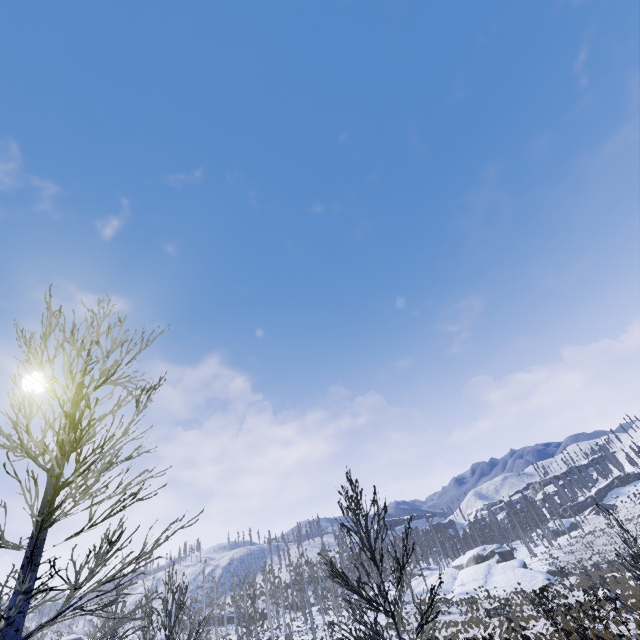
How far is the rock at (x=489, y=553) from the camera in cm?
4031

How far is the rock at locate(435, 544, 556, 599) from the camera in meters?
40.3 m

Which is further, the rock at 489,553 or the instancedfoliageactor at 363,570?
the rock at 489,553

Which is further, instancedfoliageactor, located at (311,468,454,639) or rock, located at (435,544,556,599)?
rock, located at (435,544,556,599)

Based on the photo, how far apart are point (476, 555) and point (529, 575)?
18.3 meters

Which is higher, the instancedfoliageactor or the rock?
the instancedfoliageactor
